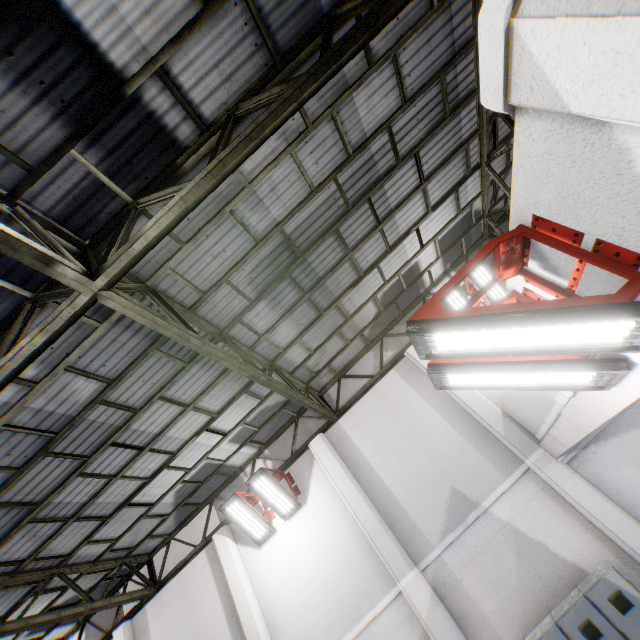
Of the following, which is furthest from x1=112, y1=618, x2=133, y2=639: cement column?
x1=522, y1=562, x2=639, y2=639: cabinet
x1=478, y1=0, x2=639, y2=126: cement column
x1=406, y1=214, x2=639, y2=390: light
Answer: x1=478, y1=0, x2=639, y2=126: cement column

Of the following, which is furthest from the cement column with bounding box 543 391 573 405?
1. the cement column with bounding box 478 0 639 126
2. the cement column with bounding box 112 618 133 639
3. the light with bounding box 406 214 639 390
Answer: the cement column with bounding box 112 618 133 639

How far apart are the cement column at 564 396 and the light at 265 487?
6.7 meters

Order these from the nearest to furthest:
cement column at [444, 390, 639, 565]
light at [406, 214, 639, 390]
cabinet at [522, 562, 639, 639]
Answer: light at [406, 214, 639, 390] < cabinet at [522, 562, 639, 639] < cement column at [444, 390, 639, 565]

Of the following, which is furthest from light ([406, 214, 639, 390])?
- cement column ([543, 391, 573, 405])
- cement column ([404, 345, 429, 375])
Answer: cement column ([404, 345, 429, 375])

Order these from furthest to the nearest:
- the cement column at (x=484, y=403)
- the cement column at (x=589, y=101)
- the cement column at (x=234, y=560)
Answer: the cement column at (x=234, y=560), the cement column at (x=484, y=403), the cement column at (x=589, y=101)

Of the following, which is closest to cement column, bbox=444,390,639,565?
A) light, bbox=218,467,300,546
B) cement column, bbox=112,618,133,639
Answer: light, bbox=218,467,300,546

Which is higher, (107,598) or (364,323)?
(364,323)
